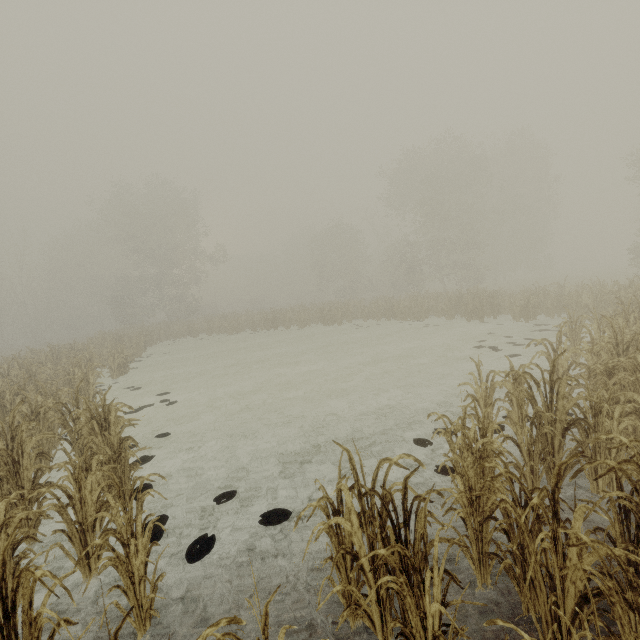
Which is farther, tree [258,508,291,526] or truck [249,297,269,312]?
truck [249,297,269,312]

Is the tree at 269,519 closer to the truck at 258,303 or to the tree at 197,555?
the tree at 197,555

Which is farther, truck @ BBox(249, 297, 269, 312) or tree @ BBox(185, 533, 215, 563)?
truck @ BBox(249, 297, 269, 312)

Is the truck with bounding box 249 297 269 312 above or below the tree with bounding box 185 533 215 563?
above

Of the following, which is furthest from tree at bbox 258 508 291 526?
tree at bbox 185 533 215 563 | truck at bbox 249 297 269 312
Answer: truck at bbox 249 297 269 312

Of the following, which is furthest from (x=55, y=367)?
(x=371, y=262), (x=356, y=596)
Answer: (x=371, y=262)

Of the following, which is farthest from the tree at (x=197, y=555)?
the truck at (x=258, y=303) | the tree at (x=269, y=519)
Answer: the truck at (x=258, y=303)

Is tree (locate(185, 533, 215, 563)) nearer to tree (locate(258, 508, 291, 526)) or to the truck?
tree (locate(258, 508, 291, 526))
